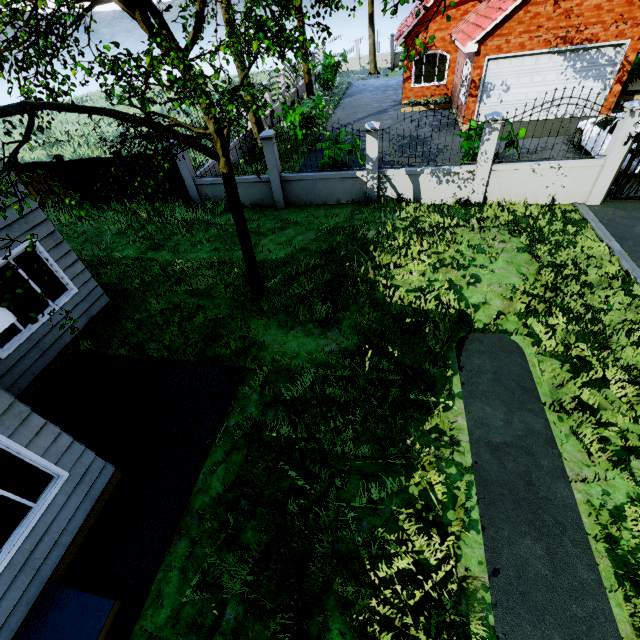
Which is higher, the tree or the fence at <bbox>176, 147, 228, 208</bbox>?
the tree

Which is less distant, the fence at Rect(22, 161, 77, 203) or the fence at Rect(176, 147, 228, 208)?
the fence at Rect(176, 147, 228, 208)

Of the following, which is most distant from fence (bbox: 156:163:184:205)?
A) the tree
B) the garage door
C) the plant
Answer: the plant

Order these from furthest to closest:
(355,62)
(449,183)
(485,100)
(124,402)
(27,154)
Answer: (355,62) → (27,154) → (485,100) → (449,183) → (124,402)

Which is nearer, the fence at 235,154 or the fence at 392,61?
the fence at 235,154

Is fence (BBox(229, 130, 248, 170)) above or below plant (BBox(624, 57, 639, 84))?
below

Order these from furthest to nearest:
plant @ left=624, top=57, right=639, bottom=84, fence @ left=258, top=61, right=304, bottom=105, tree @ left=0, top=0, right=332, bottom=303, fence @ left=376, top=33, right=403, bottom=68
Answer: fence @ left=376, top=33, right=403, bottom=68
fence @ left=258, top=61, right=304, bottom=105
plant @ left=624, top=57, right=639, bottom=84
tree @ left=0, top=0, right=332, bottom=303

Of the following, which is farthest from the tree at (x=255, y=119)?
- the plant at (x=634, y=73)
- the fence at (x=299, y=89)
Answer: the plant at (x=634, y=73)
